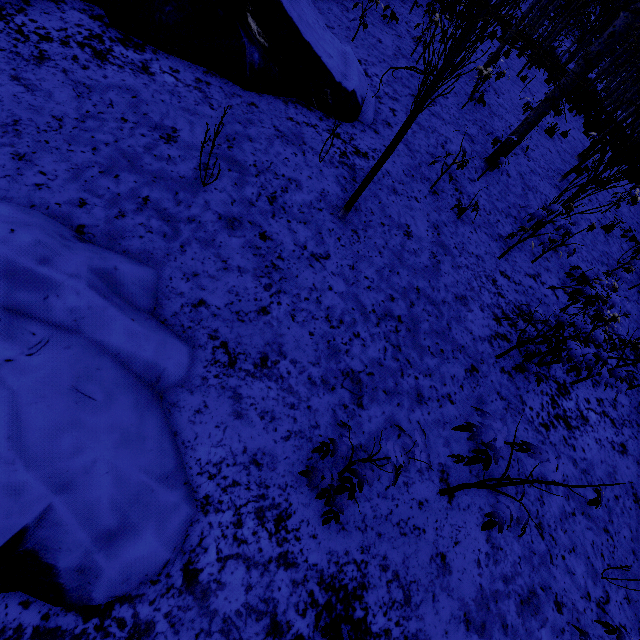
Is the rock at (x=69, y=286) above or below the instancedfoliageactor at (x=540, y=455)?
below

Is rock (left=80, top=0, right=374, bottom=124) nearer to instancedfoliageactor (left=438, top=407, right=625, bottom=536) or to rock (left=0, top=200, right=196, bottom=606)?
rock (left=0, top=200, right=196, bottom=606)

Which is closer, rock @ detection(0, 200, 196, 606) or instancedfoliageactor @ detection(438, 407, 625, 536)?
rock @ detection(0, 200, 196, 606)

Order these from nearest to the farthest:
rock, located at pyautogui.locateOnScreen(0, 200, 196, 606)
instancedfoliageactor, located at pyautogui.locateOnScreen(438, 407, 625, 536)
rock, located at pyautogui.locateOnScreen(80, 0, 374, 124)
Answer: rock, located at pyautogui.locateOnScreen(0, 200, 196, 606)
instancedfoliageactor, located at pyautogui.locateOnScreen(438, 407, 625, 536)
rock, located at pyautogui.locateOnScreen(80, 0, 374, 124)

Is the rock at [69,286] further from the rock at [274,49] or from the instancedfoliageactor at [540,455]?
the rock at [274,49]

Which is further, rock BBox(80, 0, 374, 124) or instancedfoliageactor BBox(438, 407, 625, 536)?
rock BBox(80, 0, 374, 124)

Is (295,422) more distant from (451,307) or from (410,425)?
(451,307)
